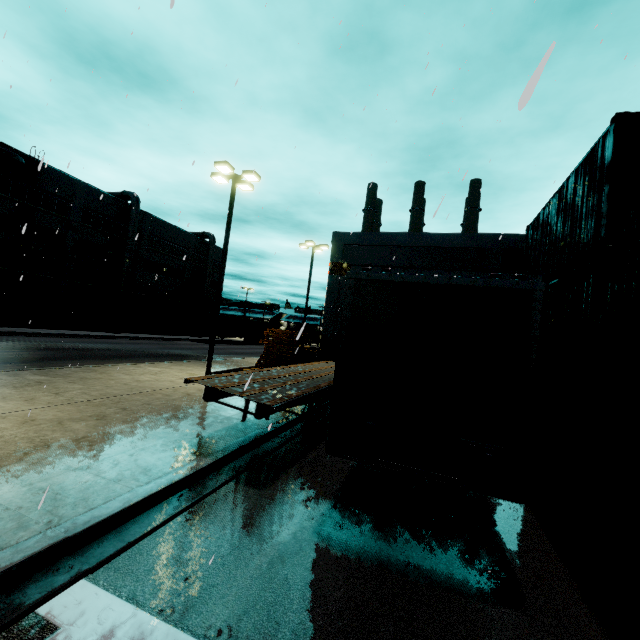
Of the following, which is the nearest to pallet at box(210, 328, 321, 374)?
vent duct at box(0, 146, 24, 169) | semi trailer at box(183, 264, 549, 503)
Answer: semi trailer at box(183, 264, 549, 503)

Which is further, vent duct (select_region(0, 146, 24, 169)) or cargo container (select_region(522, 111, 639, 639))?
vent duct (select_region(0, 146, 24, 169))

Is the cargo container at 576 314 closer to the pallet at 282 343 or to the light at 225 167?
the pallet at 282 343

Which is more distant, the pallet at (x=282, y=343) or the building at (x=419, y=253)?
the building at (x=419, y=253)

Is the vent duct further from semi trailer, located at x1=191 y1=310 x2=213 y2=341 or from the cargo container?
the cargo container

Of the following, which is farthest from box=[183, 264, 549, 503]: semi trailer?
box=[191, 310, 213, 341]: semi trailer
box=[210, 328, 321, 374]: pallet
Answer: box=[191, 310, 213, 341]: semi trailer

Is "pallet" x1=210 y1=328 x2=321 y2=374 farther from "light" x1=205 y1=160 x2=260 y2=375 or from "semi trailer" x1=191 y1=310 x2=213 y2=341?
"semi trailer" x1=191 y1=310 x2=213 y2=341

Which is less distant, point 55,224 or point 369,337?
point 369,337
